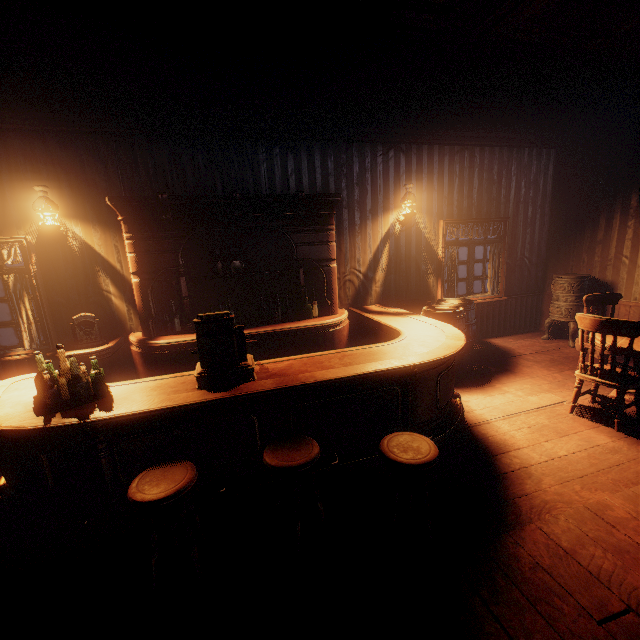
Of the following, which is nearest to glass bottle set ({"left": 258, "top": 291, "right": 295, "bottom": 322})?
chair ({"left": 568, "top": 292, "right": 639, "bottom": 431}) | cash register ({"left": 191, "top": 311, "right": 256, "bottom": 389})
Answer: cash register ({"left": 191, "top": 311, "right": 256, "bottom": 389})

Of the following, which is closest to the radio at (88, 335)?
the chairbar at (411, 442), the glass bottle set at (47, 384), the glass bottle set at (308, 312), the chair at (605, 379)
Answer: the glass bottle set at (47, 384)

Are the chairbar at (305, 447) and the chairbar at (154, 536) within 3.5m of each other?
yes

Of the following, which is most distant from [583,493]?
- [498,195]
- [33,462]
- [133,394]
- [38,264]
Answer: [38,264]

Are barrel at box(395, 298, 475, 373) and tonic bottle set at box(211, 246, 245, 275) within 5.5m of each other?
yes

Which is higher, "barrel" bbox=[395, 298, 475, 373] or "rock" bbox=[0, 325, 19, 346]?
"barrel" bbox=[395, 298, 475, 373]

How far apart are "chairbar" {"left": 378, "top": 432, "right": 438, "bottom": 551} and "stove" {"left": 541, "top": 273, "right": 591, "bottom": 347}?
5.3m

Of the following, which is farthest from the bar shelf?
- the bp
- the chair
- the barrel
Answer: the chair
